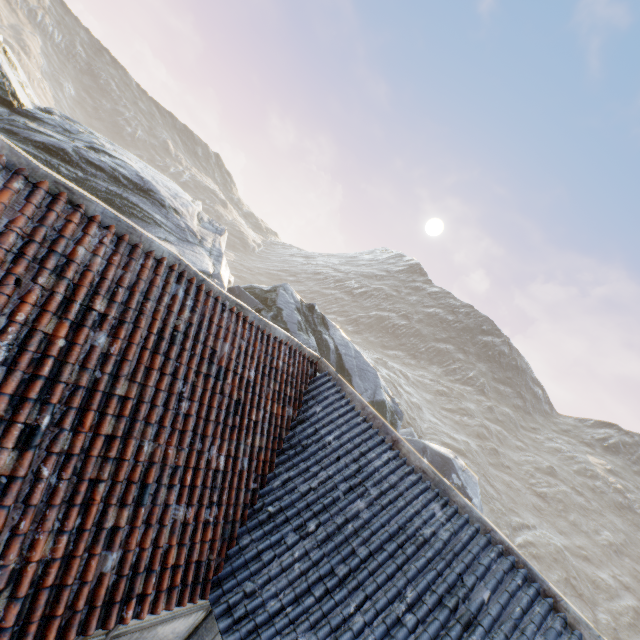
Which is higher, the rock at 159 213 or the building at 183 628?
the rock at 159 213

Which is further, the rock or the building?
the rock

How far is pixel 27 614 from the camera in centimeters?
280cm

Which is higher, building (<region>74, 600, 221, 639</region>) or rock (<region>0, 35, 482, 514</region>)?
rock (<region>0, 35, 482, 514</region>)

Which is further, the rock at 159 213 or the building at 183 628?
the rock at 159 213
